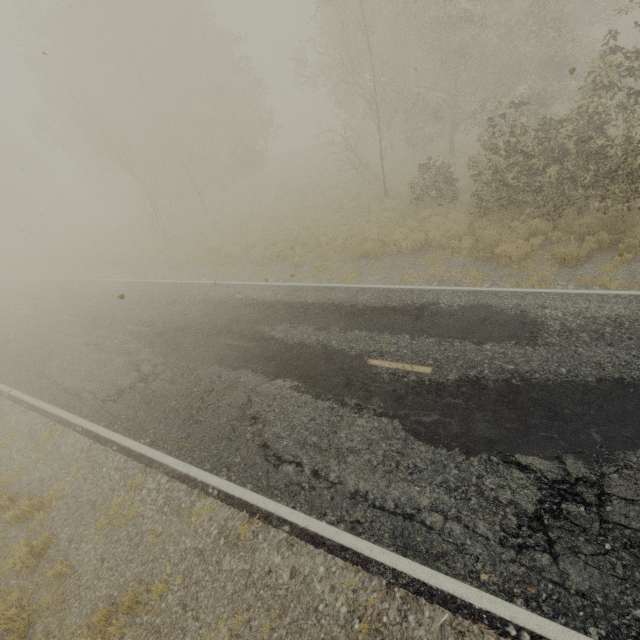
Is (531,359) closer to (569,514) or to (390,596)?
(569,514)
